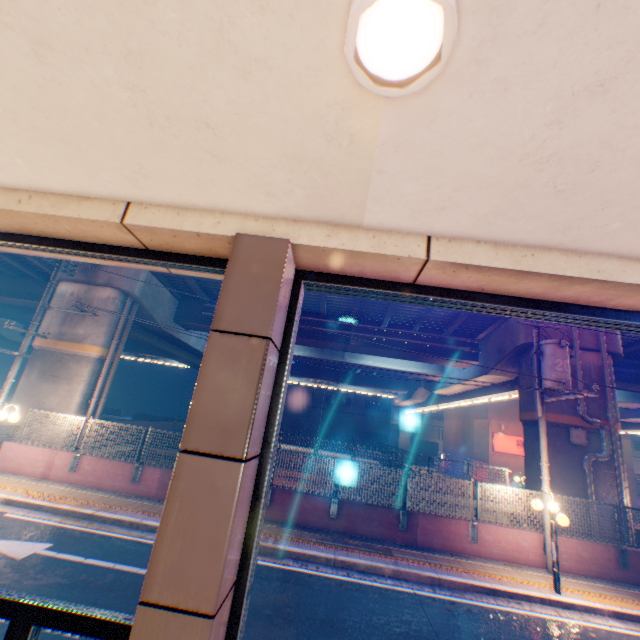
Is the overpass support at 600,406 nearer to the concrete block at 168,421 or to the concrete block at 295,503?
the concrete block at 168,421

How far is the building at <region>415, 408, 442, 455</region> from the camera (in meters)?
52.09

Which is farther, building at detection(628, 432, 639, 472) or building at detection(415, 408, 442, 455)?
building at detection(415, 408, 442, 455)

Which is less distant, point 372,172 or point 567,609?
point 372,172

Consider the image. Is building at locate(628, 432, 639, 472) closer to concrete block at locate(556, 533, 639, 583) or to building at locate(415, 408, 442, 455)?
building at locate(415, 408, 442, 455)

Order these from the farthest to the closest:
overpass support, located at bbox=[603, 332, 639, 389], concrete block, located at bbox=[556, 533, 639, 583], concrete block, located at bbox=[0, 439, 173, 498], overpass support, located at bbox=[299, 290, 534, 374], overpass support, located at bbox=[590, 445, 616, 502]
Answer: overpass support, located at bbox=[299, 290, 534, 374], overpass support, located at bbox=[603, 332, 639, 389], overpass support, located at bbox=[590, 445, 616, 502], concrete block, located at bbox=[0, 439, 173, 498], concrete block, located at bbox=[556, 533, 639, 583]

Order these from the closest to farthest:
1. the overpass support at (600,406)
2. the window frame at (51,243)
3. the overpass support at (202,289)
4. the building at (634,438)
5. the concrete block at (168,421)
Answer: the window frame at (51,243) < the overpass support at (600,406) < the overpass support at (202,289) < the concrete block at (168,421) < the building at (634,438)

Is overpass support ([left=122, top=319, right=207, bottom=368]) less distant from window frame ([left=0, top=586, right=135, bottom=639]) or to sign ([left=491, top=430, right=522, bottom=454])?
sign ([left=491, top=430, right=522, bottom=454])
